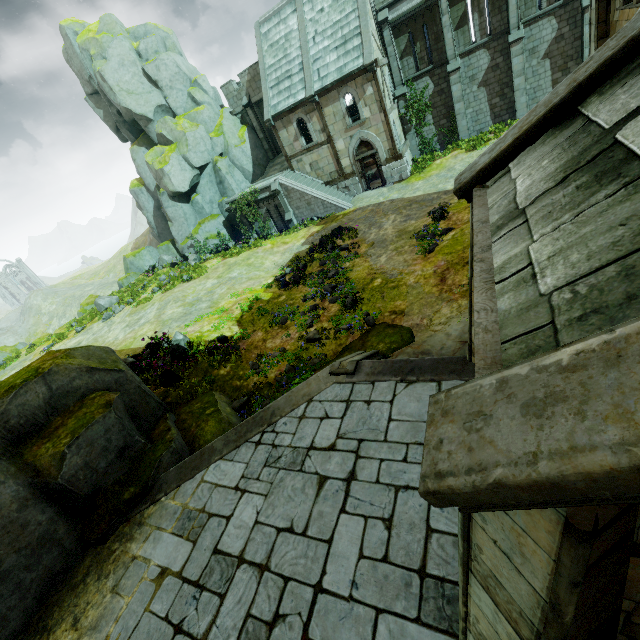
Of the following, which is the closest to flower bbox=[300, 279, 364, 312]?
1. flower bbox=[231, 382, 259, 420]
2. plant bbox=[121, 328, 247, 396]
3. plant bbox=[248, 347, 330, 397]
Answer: plant bbox=[248, 347, 330, 397]

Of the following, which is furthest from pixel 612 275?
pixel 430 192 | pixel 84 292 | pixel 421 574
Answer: pixel 84 292

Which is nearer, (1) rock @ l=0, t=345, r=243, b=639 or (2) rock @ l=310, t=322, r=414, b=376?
(1) rock @ l=0, t=345, r=243, b=639

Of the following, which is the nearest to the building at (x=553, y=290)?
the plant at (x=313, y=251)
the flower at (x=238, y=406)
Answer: the flower at (x=238, y=406)

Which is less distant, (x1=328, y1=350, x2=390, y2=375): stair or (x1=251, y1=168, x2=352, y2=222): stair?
(x1=328, y1=350, x2=390, y2=375): stair

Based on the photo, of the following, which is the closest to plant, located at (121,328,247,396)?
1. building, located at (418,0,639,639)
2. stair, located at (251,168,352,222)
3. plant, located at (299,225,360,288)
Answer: plant, located at (299,225,360,288)

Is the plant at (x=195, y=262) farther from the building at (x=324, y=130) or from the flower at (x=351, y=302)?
the flower at (x=351, y=302)

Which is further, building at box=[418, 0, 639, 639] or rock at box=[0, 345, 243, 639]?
rock at box=[0, 345, 243, 639]
